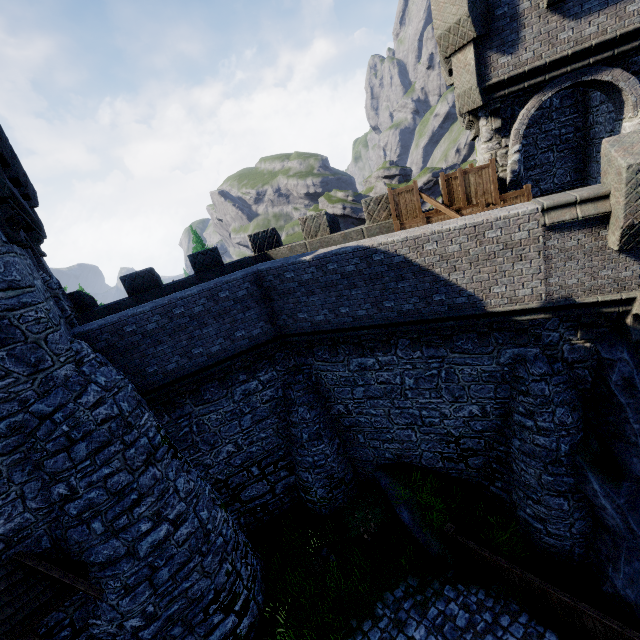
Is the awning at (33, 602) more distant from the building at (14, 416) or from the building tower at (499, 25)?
the building tower at (499, 25)

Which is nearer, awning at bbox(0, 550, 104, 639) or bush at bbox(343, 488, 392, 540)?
awning at bbox(0, 550, 104, 639)

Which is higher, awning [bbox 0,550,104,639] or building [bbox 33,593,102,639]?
awning [bbox 0,550,104,639]

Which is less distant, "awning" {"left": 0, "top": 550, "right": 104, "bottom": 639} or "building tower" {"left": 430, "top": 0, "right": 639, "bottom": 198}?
"awning" {"left": 0, "top": 550, "right": 104, "bottom": 639}

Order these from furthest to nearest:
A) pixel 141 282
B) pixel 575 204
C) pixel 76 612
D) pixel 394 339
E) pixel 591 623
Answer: pixel 141 282
pixel 394 339
pixel 76 612
pixel 591 623
pixel 575 204

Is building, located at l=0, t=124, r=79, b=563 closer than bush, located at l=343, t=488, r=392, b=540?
Yes

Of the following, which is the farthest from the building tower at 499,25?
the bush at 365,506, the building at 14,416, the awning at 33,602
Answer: the awning at 33,602

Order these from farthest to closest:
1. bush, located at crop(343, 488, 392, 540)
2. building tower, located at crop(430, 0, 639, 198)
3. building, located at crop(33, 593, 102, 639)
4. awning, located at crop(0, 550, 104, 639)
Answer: bush, located at crop(343, 488, 392, 540) → building tower, located at crop(430, 0, 639, 198) → building, located at crop(33, 593, 102, 639) → awning, located at crop(0, 550, 104, 639)
